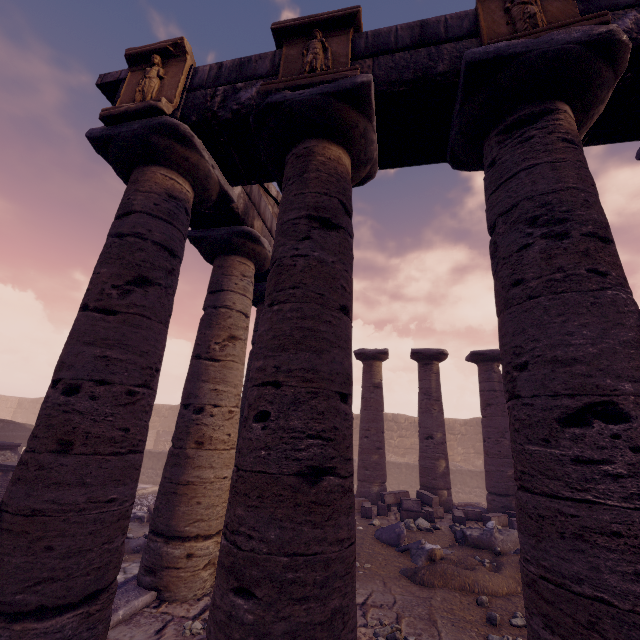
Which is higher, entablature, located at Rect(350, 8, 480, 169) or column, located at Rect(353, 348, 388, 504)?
entablature, located at Rect(350, 8, 480, 169)

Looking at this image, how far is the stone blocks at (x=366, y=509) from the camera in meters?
9.0

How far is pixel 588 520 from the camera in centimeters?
185cm

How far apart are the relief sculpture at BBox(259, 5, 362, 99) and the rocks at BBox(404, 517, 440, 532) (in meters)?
Answer: 9.31

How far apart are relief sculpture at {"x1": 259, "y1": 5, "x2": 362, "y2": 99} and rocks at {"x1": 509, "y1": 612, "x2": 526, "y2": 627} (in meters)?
6.58

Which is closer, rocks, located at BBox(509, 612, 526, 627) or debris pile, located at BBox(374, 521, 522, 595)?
rocks, located at BBox(509, 612, 526, 627)

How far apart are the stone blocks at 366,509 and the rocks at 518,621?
5.1 meters

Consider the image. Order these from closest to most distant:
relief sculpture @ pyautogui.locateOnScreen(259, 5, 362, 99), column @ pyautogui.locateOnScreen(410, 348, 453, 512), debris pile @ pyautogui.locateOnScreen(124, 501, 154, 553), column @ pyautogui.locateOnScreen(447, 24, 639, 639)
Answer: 1. column @ pyautogui.locateOnScreen(447, 24, 639, 639)
2. relief sculpture @ pyautogui.locateOnScreen(259, 5, 362, 99)
3. debris pile @ pyautogui.locateOnScreen(124, 501, 154, 553)
4. column @ pyautogui.locateOnScreen(410, 348, 453, 512)
